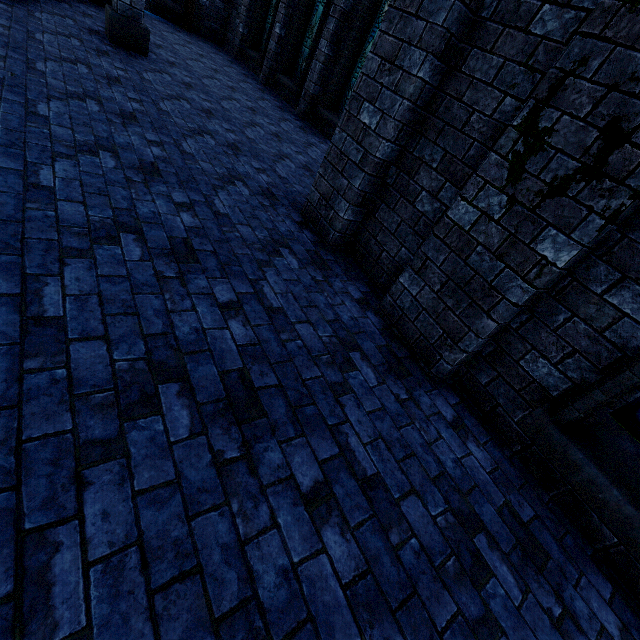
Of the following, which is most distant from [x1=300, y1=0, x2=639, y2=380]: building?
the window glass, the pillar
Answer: the window glass

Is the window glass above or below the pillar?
above

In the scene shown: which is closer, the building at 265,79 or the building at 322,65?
the building at 322,65

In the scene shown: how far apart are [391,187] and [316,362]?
2.3m

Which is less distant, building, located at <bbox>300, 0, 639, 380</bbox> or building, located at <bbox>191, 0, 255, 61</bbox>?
building, located at <bbox>300, 0, 639, 380</bbox>

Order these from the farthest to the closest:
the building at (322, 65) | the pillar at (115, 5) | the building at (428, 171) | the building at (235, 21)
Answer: the building at (235, 21) → the building at (322, 65) → the pillar at (115, 5) → the building at (428, 171)
